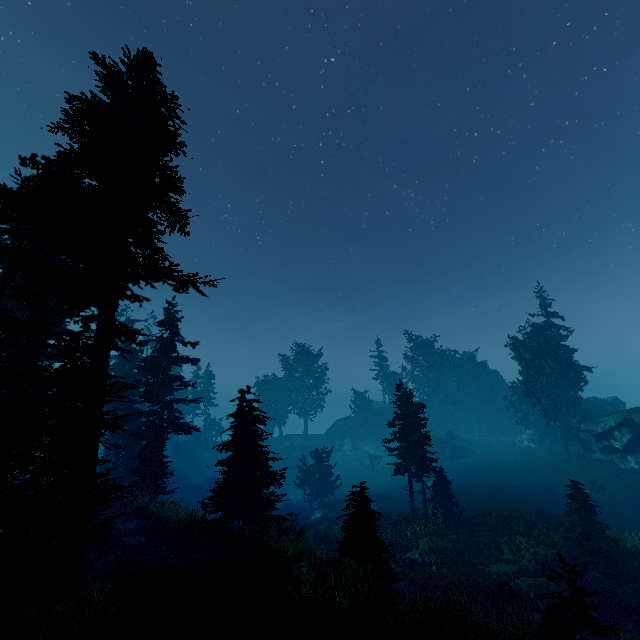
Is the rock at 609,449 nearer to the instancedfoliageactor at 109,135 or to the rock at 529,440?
the instancedfoliageactor at 109,135

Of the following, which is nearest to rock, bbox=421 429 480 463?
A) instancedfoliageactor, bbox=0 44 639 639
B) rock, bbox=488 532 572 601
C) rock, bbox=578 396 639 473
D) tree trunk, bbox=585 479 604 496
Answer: instancedfoliageactor, bbox=0 44 639 639

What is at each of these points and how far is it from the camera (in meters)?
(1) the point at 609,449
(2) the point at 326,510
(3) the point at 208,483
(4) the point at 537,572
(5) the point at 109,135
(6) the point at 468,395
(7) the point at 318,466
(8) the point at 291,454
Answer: (1) rock, 32.91
(2) rock, 34.84
(3) rock, 51.97
(4) rock, 18.88
(5) instancedfoliageactor, 12.40
(6) instancedfoliageactor, 59.91
(7) instancedfoliageactor, 38.88
(8) rock, 59.81

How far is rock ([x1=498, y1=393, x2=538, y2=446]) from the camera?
45.8 meters

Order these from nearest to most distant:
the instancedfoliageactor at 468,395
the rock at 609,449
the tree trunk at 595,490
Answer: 1. the tree trunk at 595,490
2. the rock at 609,449
3. the instancedfoliageactor at 468,395

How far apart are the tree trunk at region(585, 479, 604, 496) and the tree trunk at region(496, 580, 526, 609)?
18.64m

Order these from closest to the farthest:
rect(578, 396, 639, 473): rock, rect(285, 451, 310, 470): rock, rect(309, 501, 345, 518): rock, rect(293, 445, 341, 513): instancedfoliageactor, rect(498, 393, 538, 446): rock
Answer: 1. rect(578, 396, 639, 473): rock
2. rect(309, 501, 345, 518): rock
3. rect(293, 445, 341, 513): instancedfoliageactor
4. rect(498, 393, 538, 446): rock
5. rect(285, 451, 310, 470): rock

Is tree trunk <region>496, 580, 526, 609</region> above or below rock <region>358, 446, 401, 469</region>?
below
